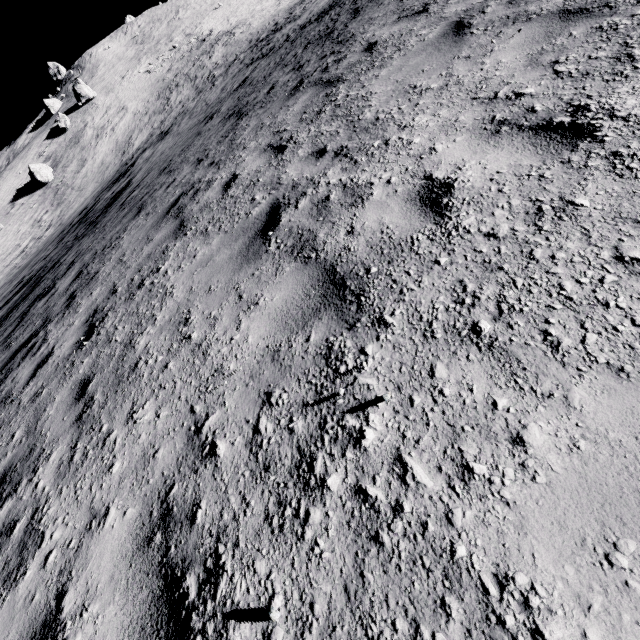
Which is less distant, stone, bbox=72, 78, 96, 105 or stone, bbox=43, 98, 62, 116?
stone, bbox=72, 78, 96, 105

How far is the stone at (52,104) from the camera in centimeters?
5540cm

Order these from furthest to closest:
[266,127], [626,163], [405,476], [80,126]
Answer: [80,126]
[266,127]
[626,163]
[405,476]

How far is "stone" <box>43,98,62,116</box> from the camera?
55.4 meters

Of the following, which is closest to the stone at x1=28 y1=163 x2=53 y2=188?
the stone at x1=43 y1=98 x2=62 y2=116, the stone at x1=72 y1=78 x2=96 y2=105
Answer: the stone at x1=72 y1=78 x2=96 y2=105

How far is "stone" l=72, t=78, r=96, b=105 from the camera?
44.19m

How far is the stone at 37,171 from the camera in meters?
35.0 m
